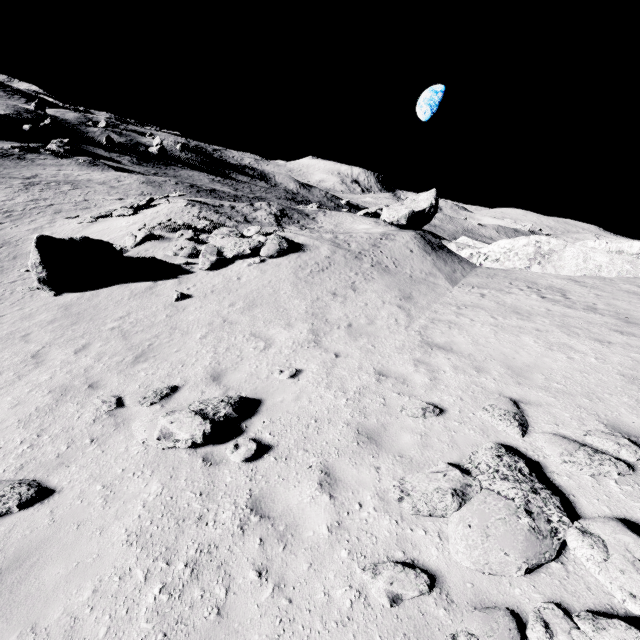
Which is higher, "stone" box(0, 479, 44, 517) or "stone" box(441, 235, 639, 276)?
"stone" box(441, 235, 639, 276)

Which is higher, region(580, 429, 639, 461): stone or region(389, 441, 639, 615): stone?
region(580, 429, 639, 461): stone

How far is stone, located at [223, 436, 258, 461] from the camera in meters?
5.3

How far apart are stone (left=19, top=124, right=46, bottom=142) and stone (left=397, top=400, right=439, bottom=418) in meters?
78.4 m

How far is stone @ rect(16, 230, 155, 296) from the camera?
12.5m

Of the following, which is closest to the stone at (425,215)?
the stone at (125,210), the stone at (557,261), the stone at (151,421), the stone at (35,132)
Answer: the stone at (557,261)

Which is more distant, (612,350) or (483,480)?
(612,350)

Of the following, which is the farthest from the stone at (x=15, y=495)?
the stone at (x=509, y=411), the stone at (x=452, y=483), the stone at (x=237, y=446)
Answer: the stone at (x=509, y=411)
